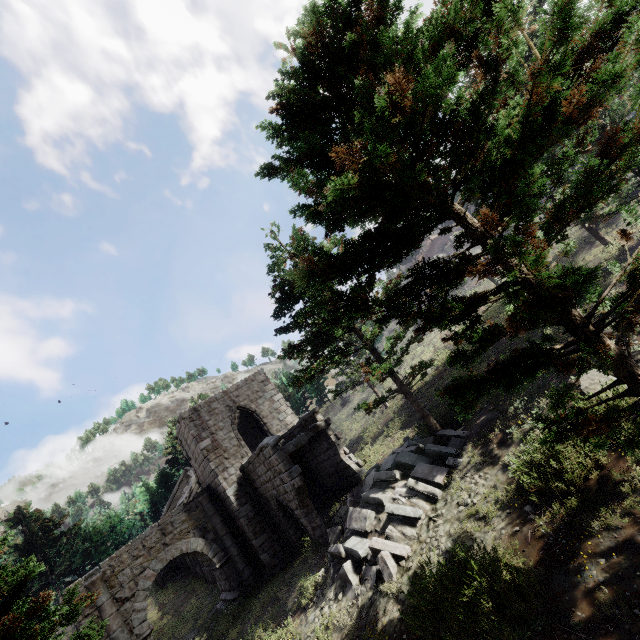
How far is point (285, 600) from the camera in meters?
13.0 m

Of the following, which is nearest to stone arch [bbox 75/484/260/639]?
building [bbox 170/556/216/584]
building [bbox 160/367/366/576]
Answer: building [bbox 160/367/366/576]

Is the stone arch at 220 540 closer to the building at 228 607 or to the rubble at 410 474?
the building at 228 607

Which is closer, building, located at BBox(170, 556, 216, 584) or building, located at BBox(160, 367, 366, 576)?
building, located at BBox(160, 367, 366, 576)

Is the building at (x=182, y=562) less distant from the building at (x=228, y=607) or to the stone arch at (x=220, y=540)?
the building at (x=228, y=607)

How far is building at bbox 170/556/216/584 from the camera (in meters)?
24.34

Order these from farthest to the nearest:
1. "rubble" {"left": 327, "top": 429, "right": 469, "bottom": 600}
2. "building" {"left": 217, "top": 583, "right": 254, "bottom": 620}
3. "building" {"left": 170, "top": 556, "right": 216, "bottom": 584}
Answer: "building" {"left": 170, "top": 556, "right": 216, "bottom": 584}
"building" {"left": 217, "top": 583, "right": 254, "bottom": 620}
"rubble" {"left": 327, "top": 429, "right": 469, "bottom": 600}

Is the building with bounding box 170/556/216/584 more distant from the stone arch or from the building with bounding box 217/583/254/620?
the stone arch
